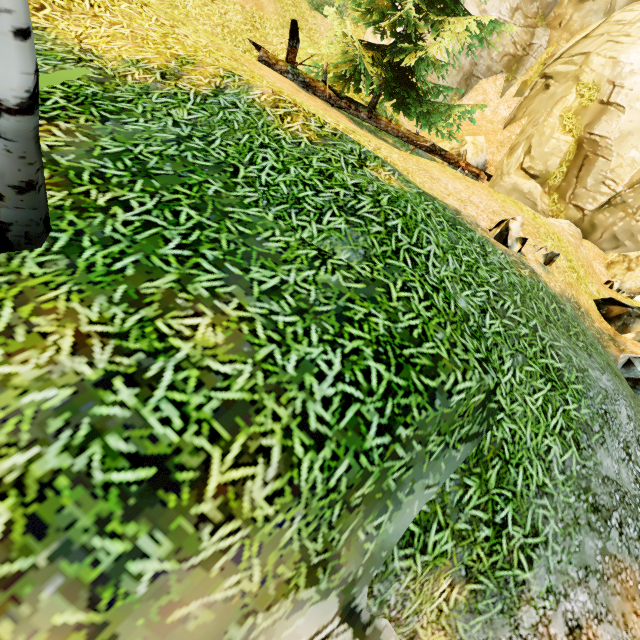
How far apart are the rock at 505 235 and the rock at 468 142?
8.6 meters

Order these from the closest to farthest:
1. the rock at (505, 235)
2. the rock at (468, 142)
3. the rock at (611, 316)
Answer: the rock at (505, 235)
the rock at (611, 316)
the rock at (468, 142)

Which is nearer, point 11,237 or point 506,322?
point 11,237

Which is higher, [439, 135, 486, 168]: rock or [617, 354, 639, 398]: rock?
[439, 135, 486, 168]: rock

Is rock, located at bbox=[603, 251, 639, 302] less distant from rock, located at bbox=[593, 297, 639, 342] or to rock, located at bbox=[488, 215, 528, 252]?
rock, located at bbox=[593, 297, 639, 342]

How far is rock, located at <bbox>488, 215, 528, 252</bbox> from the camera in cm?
465

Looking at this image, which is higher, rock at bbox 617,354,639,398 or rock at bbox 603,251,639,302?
rock at bbox 603,251,639,302

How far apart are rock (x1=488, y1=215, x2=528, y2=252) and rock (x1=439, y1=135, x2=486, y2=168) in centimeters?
864cm
